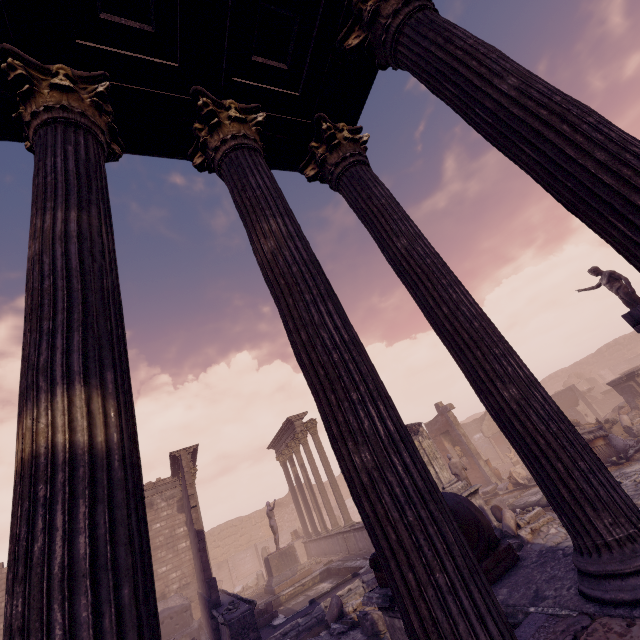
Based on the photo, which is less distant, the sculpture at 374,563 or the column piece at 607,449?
the sculpture at 374,563

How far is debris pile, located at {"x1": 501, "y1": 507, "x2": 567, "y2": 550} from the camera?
7.96m

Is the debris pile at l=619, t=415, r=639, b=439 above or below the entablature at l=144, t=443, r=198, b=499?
below

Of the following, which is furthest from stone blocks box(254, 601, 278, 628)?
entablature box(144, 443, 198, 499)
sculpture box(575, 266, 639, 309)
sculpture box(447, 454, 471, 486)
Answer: sculpture box(575, 266, 639, 309)

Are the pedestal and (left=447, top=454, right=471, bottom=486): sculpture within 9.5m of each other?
yes

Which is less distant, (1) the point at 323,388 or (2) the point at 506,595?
(1) the point at 323,388

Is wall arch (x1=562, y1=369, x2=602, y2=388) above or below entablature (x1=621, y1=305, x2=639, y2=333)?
above

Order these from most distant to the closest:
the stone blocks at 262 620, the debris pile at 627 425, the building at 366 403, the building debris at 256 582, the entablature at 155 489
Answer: the building debris at 256 582, the entablature at 155 489, the debris pile at 627 425, the stone blocks at 262 620, the building at 366 403
